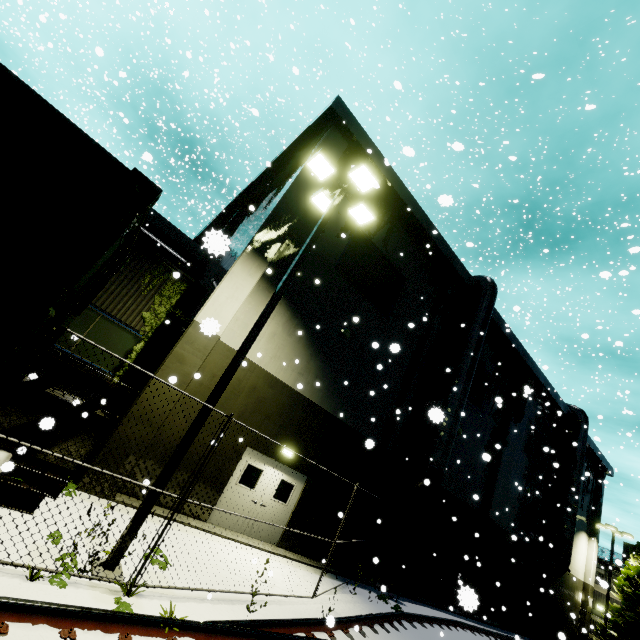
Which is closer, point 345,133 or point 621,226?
point 345,133

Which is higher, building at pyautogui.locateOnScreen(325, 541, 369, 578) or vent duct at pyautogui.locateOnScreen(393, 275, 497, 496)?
vent duct at pyautogui.locateOnScreen(393, 275, 497, 496)

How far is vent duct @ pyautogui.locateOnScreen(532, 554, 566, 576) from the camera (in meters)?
21.62

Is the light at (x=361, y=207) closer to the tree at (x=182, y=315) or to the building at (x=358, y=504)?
the building at (x=358, y=504)

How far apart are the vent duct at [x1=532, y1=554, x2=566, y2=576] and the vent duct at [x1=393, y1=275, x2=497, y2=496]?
13.44m

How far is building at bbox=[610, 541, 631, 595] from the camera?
19.3m

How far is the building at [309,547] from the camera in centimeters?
969cm

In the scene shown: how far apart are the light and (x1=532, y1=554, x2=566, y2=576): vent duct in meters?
26.1
